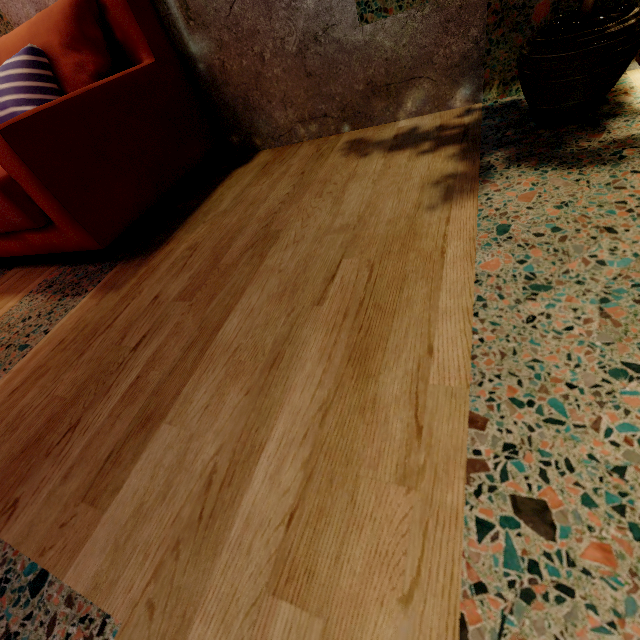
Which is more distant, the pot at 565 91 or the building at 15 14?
the building at 15 14

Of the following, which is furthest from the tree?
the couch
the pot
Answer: the couch

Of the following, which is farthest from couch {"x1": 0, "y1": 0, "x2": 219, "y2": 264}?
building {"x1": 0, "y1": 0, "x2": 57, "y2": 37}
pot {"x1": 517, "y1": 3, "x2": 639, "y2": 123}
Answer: pot {"x1": 517, "y1": 3, "x2": 639, "y2": 123}

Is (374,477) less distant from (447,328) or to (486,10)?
(447,328)

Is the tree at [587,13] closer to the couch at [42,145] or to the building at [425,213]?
the building at [425,213]

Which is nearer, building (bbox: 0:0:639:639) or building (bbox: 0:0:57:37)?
building (bbox: 0:0:639:639)

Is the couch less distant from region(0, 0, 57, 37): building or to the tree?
region(0, 0, 57, 37): building
